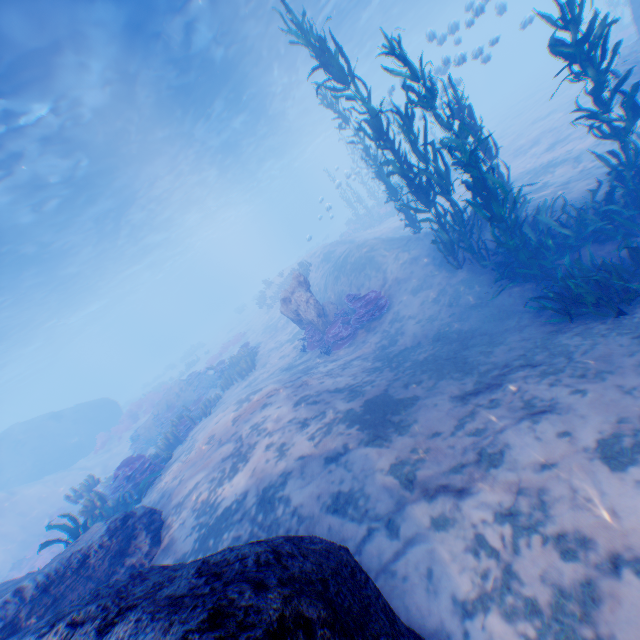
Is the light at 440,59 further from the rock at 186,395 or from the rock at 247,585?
the rock at 186,395

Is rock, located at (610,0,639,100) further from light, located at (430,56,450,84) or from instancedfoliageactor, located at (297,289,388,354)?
instancedfoliageactor, located at (297,289,388,354)

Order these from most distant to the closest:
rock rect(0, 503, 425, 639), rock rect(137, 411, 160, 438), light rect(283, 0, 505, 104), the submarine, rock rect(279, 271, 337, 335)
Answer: the submarine → rock rect(137, 411, 160, 438) → light rect(283, 0, 505, 104) → rock rect(279, 271, 337, 335) → rock rect(0, 503, 425, 639)

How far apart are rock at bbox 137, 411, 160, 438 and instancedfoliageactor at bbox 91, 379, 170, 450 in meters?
6.2

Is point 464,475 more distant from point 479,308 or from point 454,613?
point 479,308

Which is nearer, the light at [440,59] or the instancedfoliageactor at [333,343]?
the instancedfoliageactor at [333,343]

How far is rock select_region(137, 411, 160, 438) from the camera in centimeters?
1920cm
